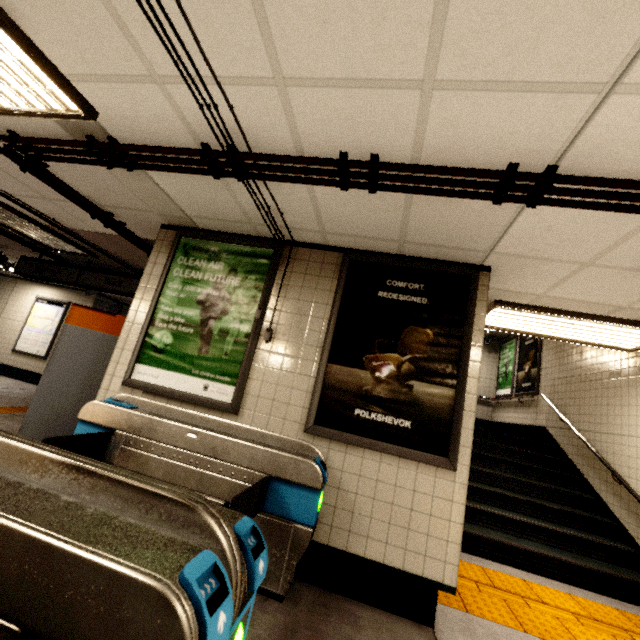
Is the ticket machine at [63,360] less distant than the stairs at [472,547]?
Yes

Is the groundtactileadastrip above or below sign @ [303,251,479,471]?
below

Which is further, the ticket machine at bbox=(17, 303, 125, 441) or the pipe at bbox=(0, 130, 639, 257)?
the ticket machine at bbox=(17, 303, 125, 441)

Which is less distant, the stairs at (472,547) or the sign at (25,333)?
the stairs at (472,547)

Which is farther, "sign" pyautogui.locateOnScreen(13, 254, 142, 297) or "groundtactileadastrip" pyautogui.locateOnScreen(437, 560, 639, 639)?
"sign" pyautogui.locateOnScreen(13, 254, 142, 297)

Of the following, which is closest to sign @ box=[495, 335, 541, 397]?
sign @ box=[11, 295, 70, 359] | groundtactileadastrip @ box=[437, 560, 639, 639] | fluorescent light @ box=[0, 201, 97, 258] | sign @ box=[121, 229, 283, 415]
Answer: groundtactileadastrip @ box=[437, 560, 639, 639]

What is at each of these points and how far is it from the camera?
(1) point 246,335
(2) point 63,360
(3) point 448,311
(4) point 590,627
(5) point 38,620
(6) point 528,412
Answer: (1) sign, 3.2 meters
(2) ticket machine, 3.5 meters
(3) sign, 2.9 meters
(4) groundtactileadastrip, 3.0 meters
(5) ticket barrier, 0.8 meters
(6) building, 7.8 meters

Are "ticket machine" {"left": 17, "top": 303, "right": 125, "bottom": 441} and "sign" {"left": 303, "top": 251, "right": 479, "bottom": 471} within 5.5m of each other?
yes
